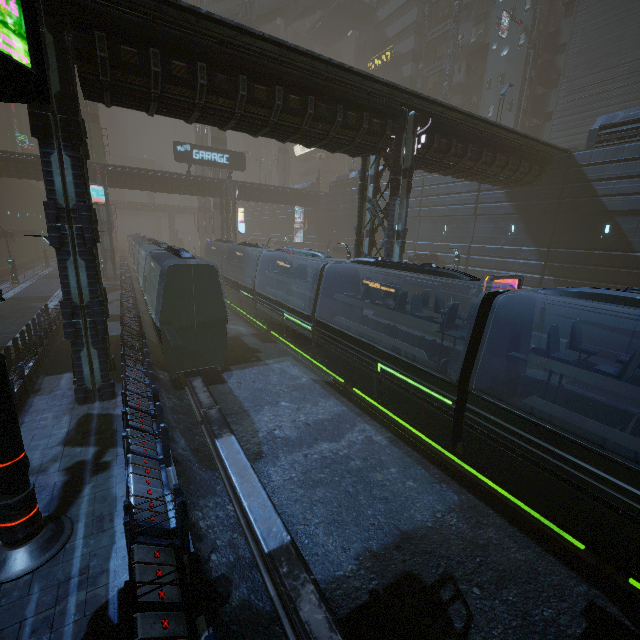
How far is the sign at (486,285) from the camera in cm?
1230

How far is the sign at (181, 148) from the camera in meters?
34.0 m

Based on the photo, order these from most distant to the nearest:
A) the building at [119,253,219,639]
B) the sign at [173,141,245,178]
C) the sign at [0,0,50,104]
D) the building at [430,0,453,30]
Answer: the building at [430,0,453,30], the sign at [173,141,245,178], the building at [119,253,219,639], the sign at [0,0,50,104]

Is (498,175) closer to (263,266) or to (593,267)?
(593,267)

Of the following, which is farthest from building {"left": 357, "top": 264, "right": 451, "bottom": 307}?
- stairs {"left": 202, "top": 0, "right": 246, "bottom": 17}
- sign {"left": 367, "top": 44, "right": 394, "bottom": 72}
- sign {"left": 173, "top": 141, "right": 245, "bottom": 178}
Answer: stairs {"left": 202, "top": 0, "right": 246, "bottom": 17}

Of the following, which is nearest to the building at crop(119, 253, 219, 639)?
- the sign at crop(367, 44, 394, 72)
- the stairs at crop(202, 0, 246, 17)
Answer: the sign at crop(367, 44, 394, 72)

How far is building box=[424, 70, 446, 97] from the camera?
41.8 meters

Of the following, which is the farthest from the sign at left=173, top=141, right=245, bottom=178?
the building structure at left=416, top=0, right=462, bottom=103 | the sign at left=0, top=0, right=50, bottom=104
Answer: the sign at left=0, top=0, right=50, bottom=104
